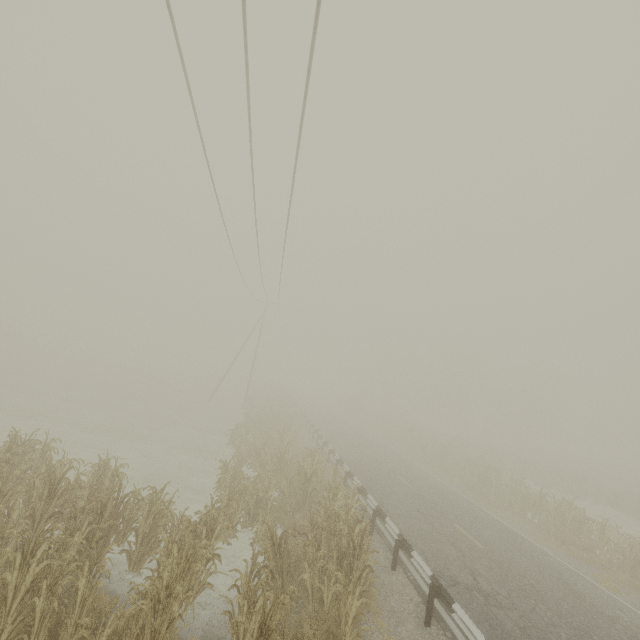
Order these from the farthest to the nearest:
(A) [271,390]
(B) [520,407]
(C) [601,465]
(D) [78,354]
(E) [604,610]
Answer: (C) [601,465]
(D) [78,354]
(B) [520,407]
(A) [271,390]
(E) [604,610]

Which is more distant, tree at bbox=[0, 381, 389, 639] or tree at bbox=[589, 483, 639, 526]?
tree at bbox=[589, 483, 639, 526]

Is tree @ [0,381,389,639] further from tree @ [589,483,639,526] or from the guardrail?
tree @ [589,483,639,526]

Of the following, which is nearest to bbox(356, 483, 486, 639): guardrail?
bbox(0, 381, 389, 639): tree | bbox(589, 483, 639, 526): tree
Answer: bbox(0, 381, 389, 639): tree

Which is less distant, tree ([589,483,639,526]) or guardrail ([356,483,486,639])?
guardrail ([356,483,486,639])

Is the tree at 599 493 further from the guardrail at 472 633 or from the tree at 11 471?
the tree at 11 471

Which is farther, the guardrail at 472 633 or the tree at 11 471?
the guardrail at 472 633
